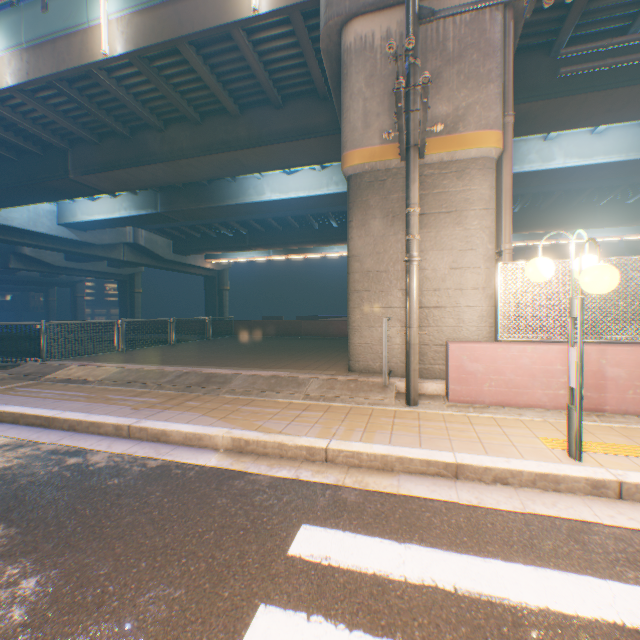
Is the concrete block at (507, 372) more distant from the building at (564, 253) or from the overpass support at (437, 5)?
the building at (564, 253)

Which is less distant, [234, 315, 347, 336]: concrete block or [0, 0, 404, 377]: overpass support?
[0, 0, 404, 377]: overpass support

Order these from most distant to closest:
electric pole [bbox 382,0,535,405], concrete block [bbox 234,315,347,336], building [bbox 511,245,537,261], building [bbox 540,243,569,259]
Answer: building [bbox 511,245,537,261] → building [bbox 540,243,569,259] → concrete block [bbox 234,315,347,336] → electric pole [bbox 382,0,535,405]

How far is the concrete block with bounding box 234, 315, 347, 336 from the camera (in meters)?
16.82

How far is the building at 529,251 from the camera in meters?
42.8

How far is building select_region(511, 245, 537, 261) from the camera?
42.78m

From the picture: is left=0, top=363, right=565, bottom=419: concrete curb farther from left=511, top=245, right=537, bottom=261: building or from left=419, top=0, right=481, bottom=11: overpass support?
left=511, top=245, right=537, bottom=261: building

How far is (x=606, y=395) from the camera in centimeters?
467cm
